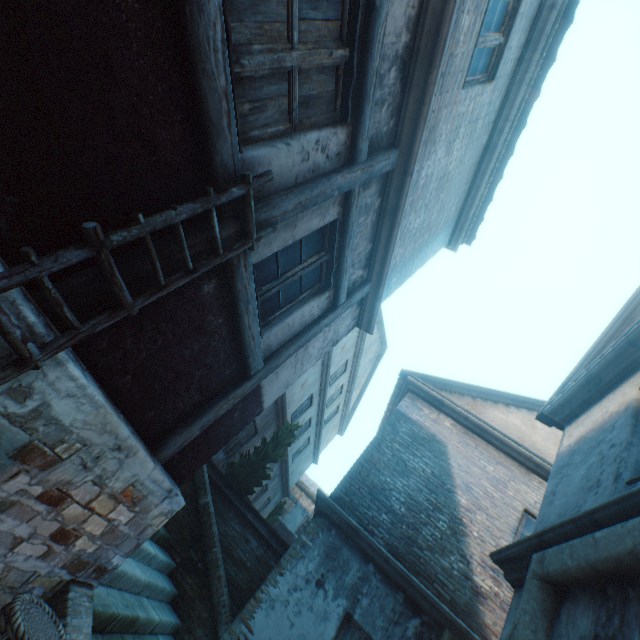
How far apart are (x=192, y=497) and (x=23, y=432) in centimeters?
626cm

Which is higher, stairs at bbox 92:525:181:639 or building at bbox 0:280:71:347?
building at bbox 0:280:71:347

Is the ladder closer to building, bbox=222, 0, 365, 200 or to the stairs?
building, bbox=222, 0, 365, 200

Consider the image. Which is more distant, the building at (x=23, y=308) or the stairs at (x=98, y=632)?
the stairs at (x=98, y=632)

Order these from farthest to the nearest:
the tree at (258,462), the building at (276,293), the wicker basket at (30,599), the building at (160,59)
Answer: the tree at (258,462) < the building at (276,293) < the wicker basket at (30,599) < the building at (160,59)

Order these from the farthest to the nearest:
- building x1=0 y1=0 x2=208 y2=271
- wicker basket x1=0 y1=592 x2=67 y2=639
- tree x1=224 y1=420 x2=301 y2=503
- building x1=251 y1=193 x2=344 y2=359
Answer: tree x1=224 y1=420 x2=301 y2=503
building x1=251 y1=193 x2=344 y2=359
wicker basket x1=0 y1=592 x2=67 y2=639
building x1=0 y1=0 x2=208 y2=271

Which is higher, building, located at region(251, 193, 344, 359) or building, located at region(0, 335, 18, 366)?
building, located at region(251, 193, 344, 359)

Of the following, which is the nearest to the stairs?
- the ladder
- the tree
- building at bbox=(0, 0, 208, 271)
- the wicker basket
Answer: building at bbox=(0, 0, 208, 271)
